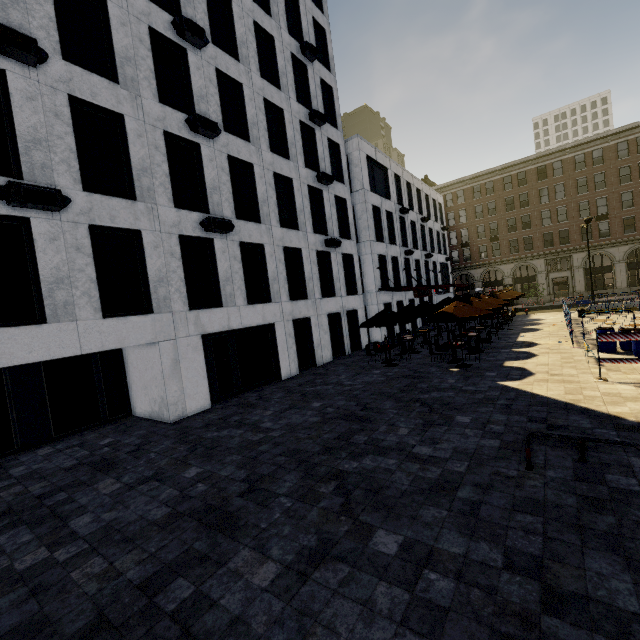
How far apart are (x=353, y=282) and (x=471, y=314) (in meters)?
11.41

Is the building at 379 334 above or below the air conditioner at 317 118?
below

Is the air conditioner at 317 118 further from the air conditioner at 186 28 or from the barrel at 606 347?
the barrel at 606 347

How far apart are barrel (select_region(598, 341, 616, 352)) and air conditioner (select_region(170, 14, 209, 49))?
20.4 meters

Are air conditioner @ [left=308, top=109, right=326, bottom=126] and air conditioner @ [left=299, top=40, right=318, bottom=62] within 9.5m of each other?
yes

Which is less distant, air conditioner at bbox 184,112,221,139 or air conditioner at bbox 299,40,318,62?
air conditioner at bbox 184,112,221,139

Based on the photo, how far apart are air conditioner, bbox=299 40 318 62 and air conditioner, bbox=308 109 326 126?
3.5 meters

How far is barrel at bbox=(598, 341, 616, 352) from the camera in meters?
13.5 m
